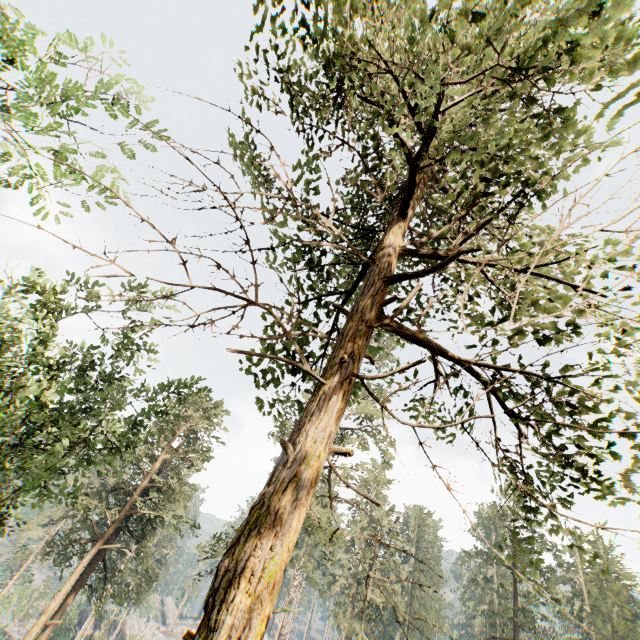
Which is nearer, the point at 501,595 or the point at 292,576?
the point at 292,576
